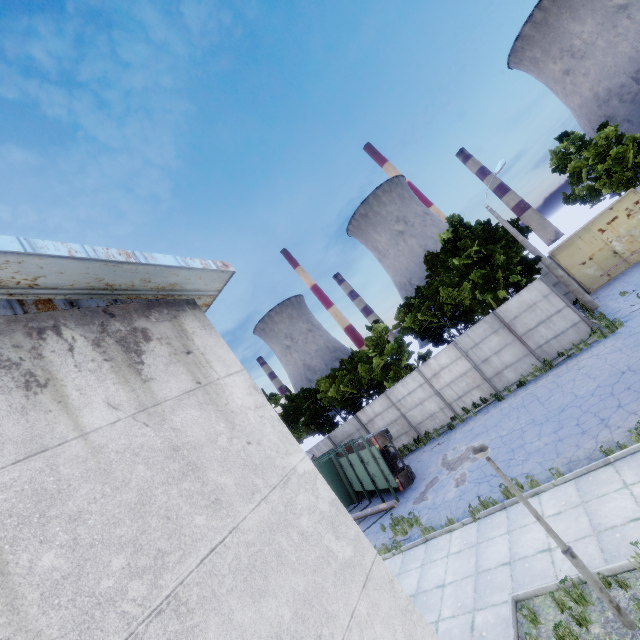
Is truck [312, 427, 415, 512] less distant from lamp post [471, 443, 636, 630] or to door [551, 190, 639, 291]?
lamp post [471, 443, 636, 630]

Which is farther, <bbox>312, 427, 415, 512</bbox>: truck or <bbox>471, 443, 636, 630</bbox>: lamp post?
<bbox>312, 427, 415, 512</bbox>: truck

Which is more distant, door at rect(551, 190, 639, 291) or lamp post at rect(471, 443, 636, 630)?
door at rect(551, 190, 639, 291)

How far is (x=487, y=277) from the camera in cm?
1966

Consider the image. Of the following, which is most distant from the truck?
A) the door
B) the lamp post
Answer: the door

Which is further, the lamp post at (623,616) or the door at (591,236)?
the door at (591,236)

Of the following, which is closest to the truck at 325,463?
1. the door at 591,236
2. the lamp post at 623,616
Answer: Answer: the lamp post at 623,616
